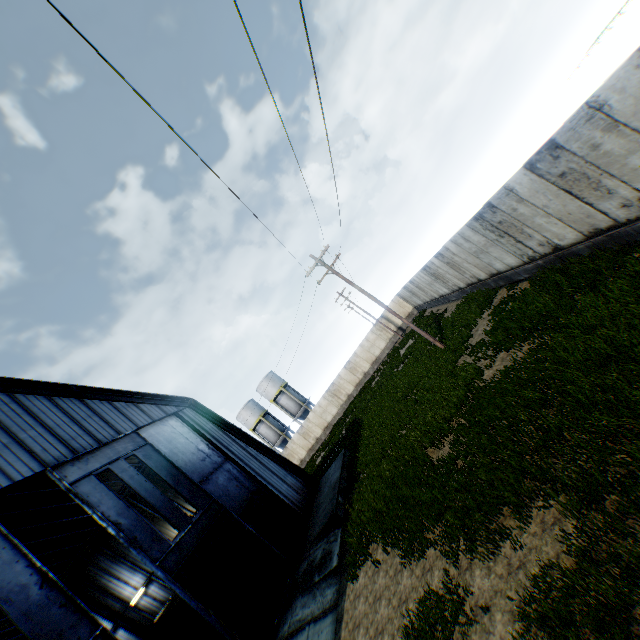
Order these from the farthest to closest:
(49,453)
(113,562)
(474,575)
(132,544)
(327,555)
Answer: (113,562) → (327,555) → (49,453) → (132,544) → (474,575)

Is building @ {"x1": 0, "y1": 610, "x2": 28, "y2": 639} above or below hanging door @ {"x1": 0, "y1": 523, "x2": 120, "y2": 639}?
above

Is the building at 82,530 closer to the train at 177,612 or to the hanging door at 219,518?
the hanging door at 219,518

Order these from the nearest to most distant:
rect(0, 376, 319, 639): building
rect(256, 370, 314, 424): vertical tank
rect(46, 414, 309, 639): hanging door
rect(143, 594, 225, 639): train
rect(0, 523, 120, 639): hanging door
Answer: rect(0, 523, 120, 639): hanging door, rect(46, 414, 309, 639): hanging door, rect(0, 376, 319, 639): building, rect(143, 594, 225, 639): train, rect(256, 370, 314, 424): vertical tank

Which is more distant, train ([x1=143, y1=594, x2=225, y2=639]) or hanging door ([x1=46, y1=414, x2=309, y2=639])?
train ([x1=143, y1=594, x2=225, y2=639])

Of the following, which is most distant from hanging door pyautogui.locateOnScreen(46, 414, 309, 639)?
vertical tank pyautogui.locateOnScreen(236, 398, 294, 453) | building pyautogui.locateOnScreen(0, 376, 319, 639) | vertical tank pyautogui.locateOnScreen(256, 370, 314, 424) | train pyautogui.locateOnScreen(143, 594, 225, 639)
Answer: vertical tank pyautogui.locateOnScreen(236, 398, 294, 453)

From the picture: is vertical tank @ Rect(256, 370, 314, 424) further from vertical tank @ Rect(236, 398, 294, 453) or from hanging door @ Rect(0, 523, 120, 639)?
hanging door @ Rect(0, 523, 120, 639)
